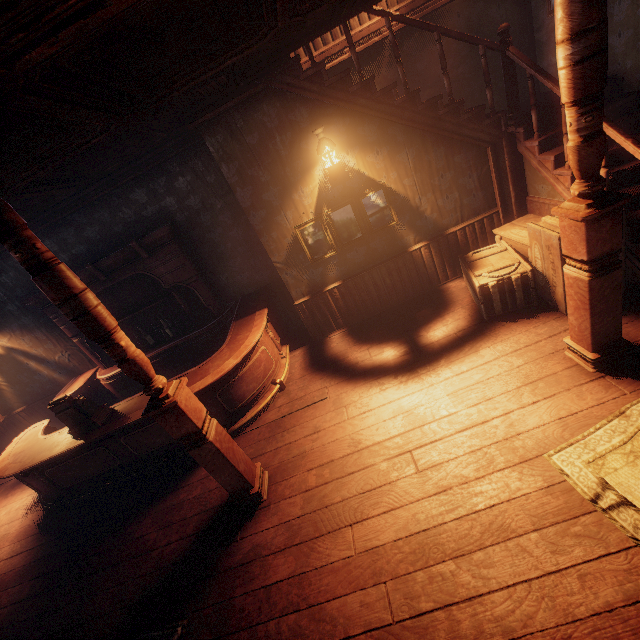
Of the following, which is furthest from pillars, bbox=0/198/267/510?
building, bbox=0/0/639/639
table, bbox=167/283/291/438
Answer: table, bbox=167/283/291/438

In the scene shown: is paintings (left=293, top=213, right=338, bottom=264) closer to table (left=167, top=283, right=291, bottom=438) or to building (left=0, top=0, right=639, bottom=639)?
building (left=0, top=0, right=639, bottom=639)

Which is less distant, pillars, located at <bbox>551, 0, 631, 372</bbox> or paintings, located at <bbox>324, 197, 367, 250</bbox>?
pillars, located at <bbox>551, 0, 631, 372</bbox>

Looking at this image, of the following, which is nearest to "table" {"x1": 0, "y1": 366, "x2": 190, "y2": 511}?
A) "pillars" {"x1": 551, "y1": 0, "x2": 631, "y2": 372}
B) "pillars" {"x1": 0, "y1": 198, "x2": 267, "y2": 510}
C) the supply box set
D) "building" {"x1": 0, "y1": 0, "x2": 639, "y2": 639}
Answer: "building" {"x1": 0, "y1": 0, "x2": 639, "y2": 639}

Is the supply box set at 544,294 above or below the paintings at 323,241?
below

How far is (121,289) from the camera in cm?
645

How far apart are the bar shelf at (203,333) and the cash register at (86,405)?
1.5m

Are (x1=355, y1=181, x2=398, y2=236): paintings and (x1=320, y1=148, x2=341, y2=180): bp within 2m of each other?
yes
